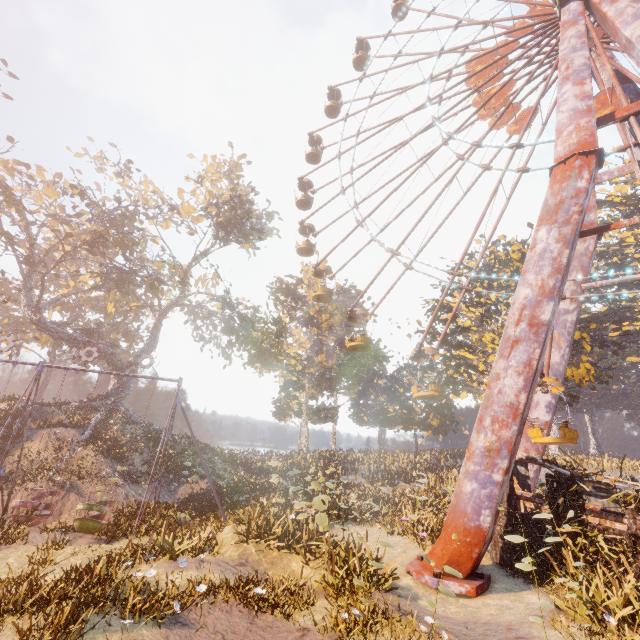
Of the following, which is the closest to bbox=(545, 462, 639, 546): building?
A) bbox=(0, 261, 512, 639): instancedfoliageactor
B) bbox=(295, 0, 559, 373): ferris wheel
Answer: bbox=(0, 261, 512, 639): instancedfoliageactor

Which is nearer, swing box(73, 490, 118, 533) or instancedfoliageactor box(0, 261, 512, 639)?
instancedfoliageactor box(0, 261, 512, 639)

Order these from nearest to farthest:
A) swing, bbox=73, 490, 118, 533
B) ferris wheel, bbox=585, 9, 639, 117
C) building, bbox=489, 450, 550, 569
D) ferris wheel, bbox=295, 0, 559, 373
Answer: building, bbox=489, 450, 550, 569
swing, bbox=73, 490, 118, 533
ferris wheel, bbox=585, 9, 639, 117
ferris wheel, bbox=295, 0, 559, 373

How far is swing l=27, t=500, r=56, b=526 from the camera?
12.17m

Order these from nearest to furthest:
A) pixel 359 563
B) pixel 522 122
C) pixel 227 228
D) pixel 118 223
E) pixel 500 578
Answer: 1. pixel 359 563
2. pixel 500 578
3. pixel 522 122
4. pixel 118 223
5. pixel 227 228

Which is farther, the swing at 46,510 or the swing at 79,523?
the swing at 46,510

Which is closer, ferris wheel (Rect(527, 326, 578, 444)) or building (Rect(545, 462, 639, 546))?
building (Rect(545, 462, 639, 546))

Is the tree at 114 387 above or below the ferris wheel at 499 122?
below
